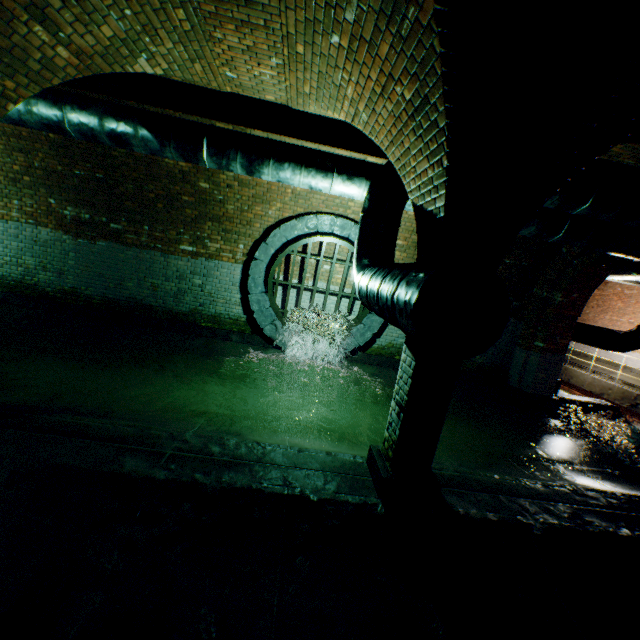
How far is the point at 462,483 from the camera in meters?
3.8

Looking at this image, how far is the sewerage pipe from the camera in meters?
7.2 m

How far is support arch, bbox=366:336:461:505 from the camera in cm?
317

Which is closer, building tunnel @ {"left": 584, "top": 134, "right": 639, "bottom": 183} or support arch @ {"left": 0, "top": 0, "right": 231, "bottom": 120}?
support arch @ {"left": 0, "top": 0, "right": 231, "bottom": 120}

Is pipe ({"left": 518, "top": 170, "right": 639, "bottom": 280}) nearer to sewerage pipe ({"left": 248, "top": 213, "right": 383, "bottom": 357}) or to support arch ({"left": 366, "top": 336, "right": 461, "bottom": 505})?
support arch ({"left": 366, "top": 336, "right": 461, "bottom": 505})

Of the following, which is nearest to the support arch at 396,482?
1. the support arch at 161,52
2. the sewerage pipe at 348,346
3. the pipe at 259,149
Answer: the pipe at 259,149

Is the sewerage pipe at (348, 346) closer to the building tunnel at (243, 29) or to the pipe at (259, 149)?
the building tunnel at (243, 29)

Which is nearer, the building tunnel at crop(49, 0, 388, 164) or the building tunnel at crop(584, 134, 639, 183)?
the building tunnel at crop(49, 0, 388, 164)
